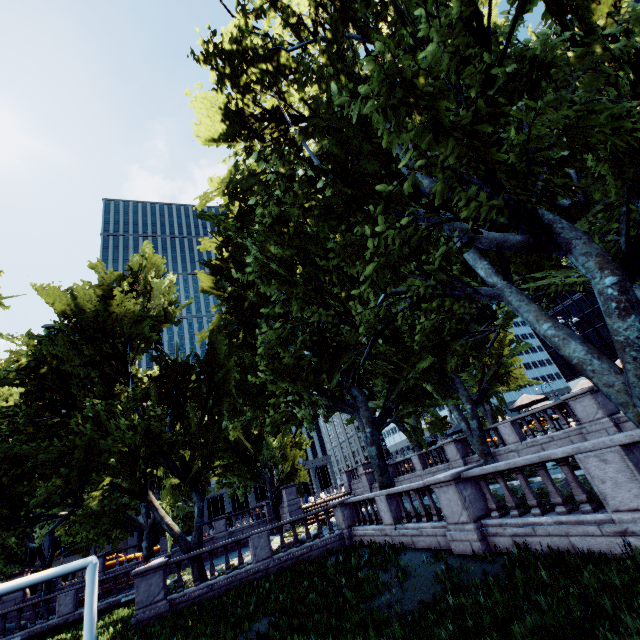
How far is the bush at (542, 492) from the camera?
8.4m

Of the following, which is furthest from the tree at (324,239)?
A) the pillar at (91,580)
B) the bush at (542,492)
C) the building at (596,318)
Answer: the building at (596,318)

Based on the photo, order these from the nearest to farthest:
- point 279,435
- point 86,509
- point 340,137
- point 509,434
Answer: point 340,137 → point 509,434 → point 86,509 → point 279,435

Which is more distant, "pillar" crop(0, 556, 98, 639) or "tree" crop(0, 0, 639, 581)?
"pillar" crop(0, 556, 98, 639)

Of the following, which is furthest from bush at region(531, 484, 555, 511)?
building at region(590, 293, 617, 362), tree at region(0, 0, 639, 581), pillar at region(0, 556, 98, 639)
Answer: building at region(590, 293, 617, 362)

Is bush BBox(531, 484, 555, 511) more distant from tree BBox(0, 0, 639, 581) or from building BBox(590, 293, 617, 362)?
building BBox(590, 293, 617, 362)

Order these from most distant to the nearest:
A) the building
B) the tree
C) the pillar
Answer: the building, the pillar, the tree

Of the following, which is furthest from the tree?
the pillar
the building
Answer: the building
